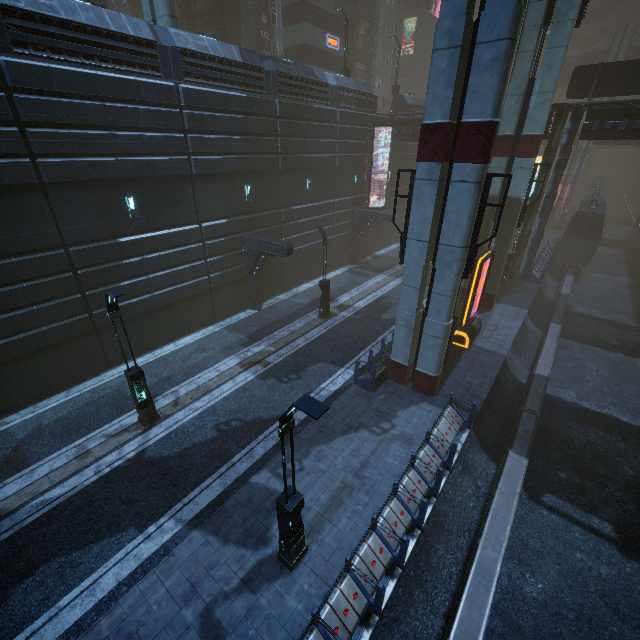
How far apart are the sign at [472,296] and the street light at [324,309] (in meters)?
7.46

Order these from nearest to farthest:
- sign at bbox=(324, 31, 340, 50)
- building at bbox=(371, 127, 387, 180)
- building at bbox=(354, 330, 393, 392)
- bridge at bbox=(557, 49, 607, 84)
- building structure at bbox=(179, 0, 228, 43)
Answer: building at bbox=(354, 330, 393, 392), building structure at bbox=(179, 0, 228, 43), building at bbox=(371, 127, 387, 180), sign at bbox=(324, 31, 340, 50), bridge at bbox=(557, 49, 607, 84)

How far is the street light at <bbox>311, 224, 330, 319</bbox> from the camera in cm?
1803

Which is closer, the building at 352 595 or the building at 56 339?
the building at 352 595

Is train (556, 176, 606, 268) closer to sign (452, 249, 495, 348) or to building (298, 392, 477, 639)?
building (298, 392, 477, 639)

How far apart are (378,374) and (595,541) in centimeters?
851cm

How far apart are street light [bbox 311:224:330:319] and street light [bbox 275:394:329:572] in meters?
12.7 m

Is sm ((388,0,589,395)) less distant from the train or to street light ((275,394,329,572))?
street light ((275,394,329,572))
